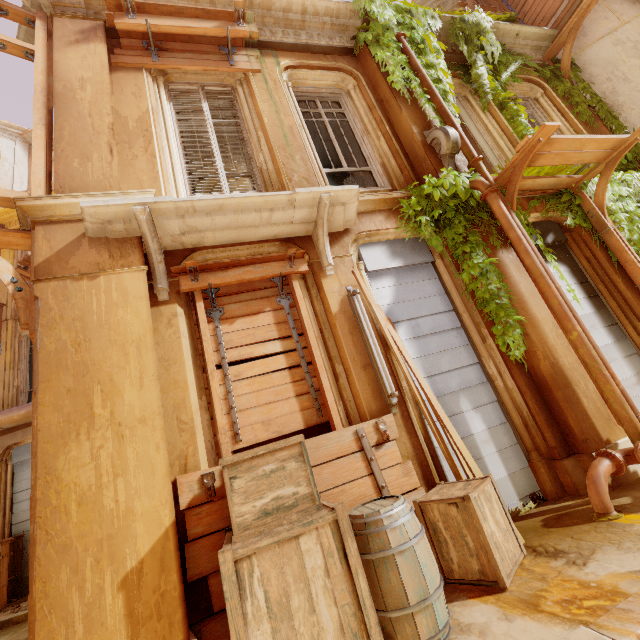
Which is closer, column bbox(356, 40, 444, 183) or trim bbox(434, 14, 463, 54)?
column bbox(356, 40, 444, 183)

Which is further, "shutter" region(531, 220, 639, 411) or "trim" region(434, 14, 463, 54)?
"trim" region(434, 14, 463, 54)

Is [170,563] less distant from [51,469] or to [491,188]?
[51,469]

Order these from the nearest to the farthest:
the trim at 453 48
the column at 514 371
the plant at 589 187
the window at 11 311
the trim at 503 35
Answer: the column at 514 371 < the plant at 589 187 < the trim at 453 48 < the trim at 503 35 < the window at 11 311

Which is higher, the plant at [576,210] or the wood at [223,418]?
the plant at [576,210]

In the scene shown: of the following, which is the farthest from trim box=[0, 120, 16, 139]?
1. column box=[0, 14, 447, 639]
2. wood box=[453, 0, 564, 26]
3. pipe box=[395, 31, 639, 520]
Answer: pipe box=[395, 31, 639, 520]

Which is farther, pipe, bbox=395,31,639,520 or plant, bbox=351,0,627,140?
plant, bbox=351,0,627,140

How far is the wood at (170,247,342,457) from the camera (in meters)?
3.48
